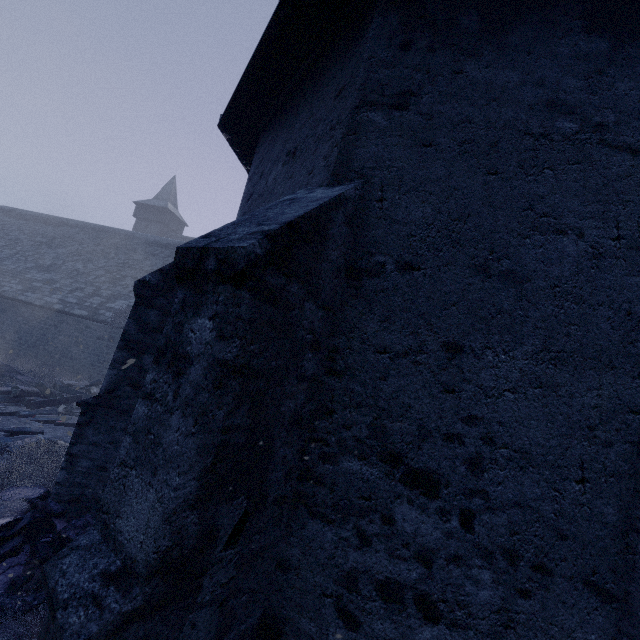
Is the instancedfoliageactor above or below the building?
below

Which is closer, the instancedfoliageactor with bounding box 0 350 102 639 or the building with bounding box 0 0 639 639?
the building with bounding box 0 0 639 639

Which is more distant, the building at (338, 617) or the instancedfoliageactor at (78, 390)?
the instancedfoliageactor at (78, 390)

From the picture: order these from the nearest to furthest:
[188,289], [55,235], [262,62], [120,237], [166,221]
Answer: [188,289] < [262,62] < [55,235] < [120,237] < [166,221]

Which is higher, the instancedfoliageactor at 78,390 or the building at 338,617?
the building at 338,617
